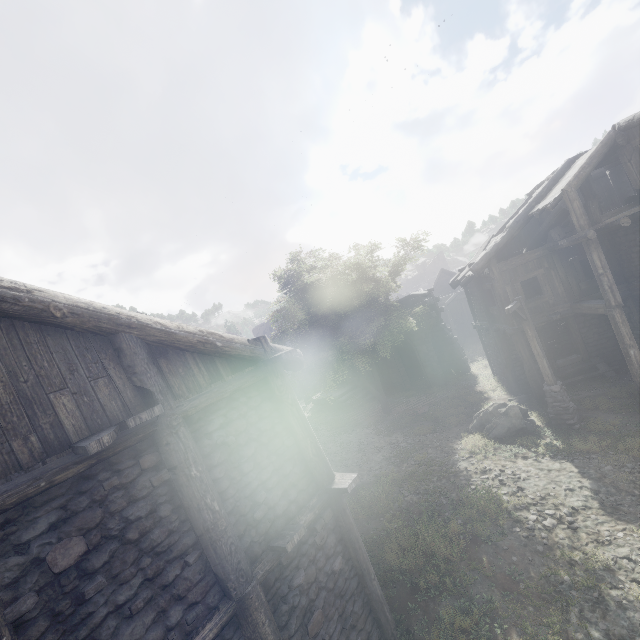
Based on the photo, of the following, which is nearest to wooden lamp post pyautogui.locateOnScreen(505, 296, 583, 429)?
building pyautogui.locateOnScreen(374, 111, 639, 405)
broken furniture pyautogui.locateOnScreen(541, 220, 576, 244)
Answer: building pyautogui.locateOnScreen(374, 111, 639, 405)

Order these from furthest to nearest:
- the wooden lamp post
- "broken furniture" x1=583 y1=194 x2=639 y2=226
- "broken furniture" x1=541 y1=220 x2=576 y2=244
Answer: "broken furniture" x1=541 y1=220 x2=576 y2=244 < the wooden lamp post < "broken furniture" x1=583 y1=194 x2=639 y2=226

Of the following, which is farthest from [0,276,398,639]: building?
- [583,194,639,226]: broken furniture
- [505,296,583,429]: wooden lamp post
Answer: [505,296,583,429]: wooden lamp post

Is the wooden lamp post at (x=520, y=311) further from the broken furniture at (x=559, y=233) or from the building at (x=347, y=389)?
the broken furniture at (x=559, y=233)

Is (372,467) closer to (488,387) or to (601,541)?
(601,541)

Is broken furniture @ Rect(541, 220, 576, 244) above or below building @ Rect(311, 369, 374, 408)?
above

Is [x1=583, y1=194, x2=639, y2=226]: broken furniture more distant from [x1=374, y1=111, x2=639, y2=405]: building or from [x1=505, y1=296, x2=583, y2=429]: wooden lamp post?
[x1=505, y1=296, x2=583, y2=429]: wooden lamp post

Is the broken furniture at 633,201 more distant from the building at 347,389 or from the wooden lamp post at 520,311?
the wooden lamp post at 520,311
